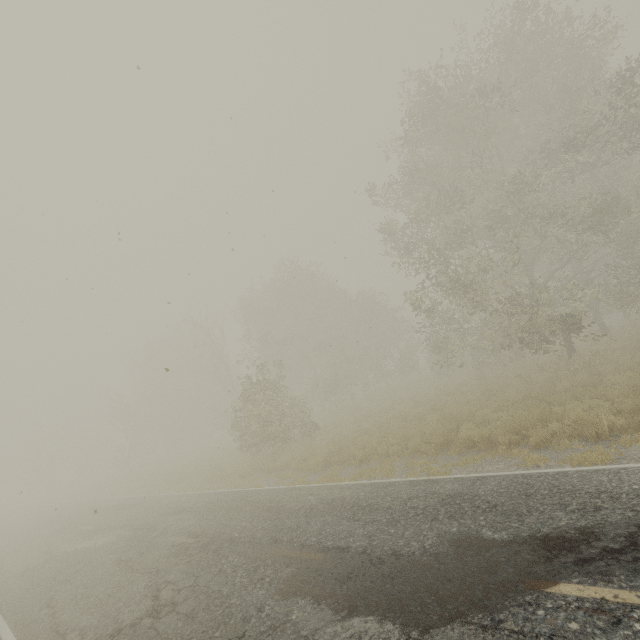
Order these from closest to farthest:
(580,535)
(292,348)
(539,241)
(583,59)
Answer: (580,535) < (583,59) < (539,241) < (292,348)
